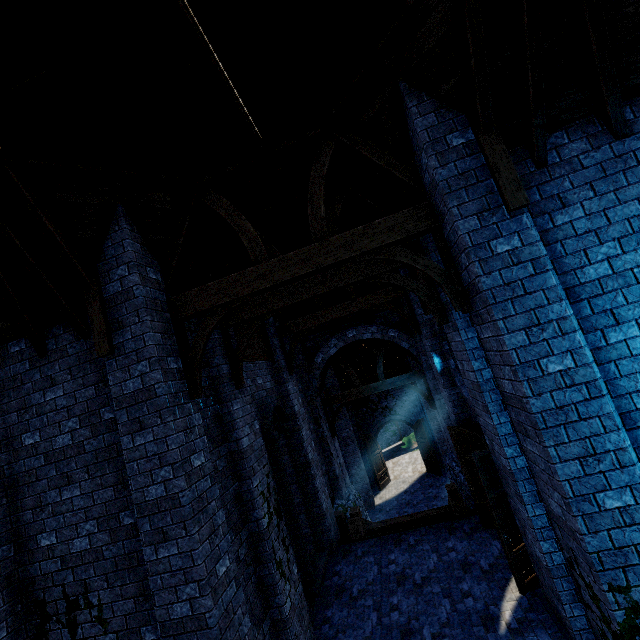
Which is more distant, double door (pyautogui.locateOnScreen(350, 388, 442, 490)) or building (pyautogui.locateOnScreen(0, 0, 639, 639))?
double door (pyautogui.locateOnScreen(350, 388, 442, 490))

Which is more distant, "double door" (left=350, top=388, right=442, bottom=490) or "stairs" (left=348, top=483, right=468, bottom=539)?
"double door" (left=350, top=388, right=442, bottom=490)

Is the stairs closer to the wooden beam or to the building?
the wooden beam

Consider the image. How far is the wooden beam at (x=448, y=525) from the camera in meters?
8.8 m

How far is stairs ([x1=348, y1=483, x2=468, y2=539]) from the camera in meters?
9.0 m

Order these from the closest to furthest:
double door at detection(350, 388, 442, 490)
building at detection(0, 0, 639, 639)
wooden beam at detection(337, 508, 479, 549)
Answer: building at detection(0, 0, 639, 639), wooden beam at detection(337, 508, 479, 549), double door at detection(350, 388, 442, 490)

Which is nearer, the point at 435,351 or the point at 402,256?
the point at 402,256

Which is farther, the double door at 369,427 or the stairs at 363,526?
the double door at 369,427
